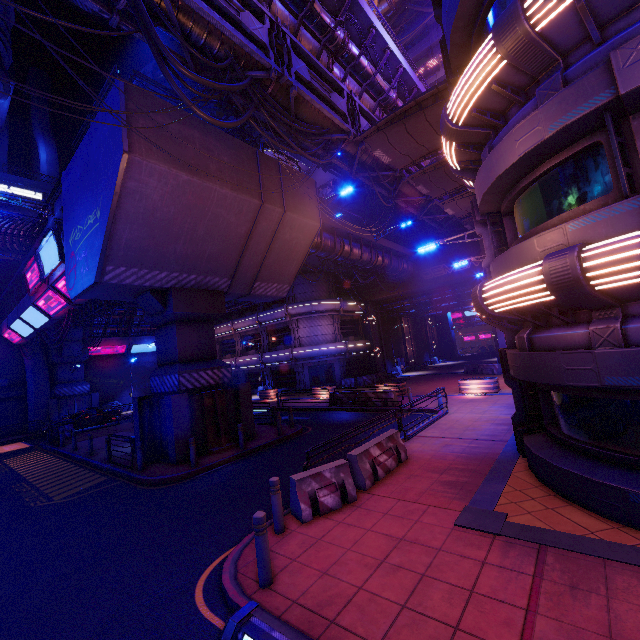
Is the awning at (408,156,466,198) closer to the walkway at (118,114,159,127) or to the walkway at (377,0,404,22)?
the walkway at (118,114,159,127)

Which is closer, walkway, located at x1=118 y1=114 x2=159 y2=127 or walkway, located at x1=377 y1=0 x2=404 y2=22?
walkway, located at x1=118 y1=114 x2=159 y2=127

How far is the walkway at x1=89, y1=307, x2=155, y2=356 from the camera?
37.0m

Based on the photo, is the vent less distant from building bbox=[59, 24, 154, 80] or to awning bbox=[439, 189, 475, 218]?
building bbox=[59, 24, 154, 80]

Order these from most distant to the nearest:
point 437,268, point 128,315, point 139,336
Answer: point 139,336 → point 128,315 → point 437,268

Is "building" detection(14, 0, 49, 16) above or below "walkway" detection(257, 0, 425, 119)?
above

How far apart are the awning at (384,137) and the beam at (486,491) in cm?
1203

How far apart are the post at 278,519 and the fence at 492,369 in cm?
2564
